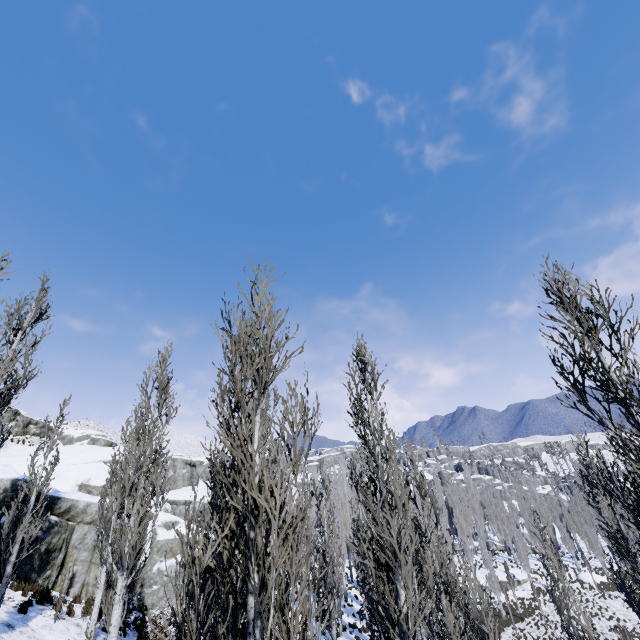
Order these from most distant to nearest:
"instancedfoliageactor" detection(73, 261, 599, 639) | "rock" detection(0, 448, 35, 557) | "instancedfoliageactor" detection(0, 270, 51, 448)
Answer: "rock" detection(0, 448, 35, 557) < "instancedfoliageactor" detection(0, 270, 51, 448) < "instancedfoliageactor" detection(73, 261, 599, 639)

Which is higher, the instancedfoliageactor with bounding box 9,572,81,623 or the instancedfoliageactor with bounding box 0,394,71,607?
the instancedfoliageactor with bounding box 0,394,71,607

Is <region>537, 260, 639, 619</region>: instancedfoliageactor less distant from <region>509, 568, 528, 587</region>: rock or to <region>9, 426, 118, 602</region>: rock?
<region>509, 568, 528, 587</region>: rock

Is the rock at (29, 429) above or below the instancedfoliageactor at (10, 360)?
above

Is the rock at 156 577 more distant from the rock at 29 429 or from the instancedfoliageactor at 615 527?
the rock at 29 429

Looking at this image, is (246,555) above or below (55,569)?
above

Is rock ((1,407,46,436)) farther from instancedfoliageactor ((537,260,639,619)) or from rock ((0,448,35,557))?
instancedfoliageactor ((537,260,639,619))

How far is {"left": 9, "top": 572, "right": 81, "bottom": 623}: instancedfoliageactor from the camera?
11.75m
